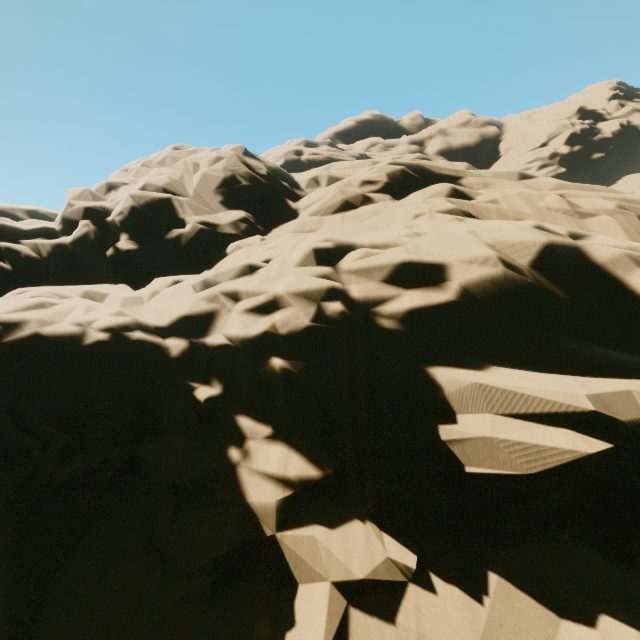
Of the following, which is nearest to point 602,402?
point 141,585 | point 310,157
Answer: point 141,585
